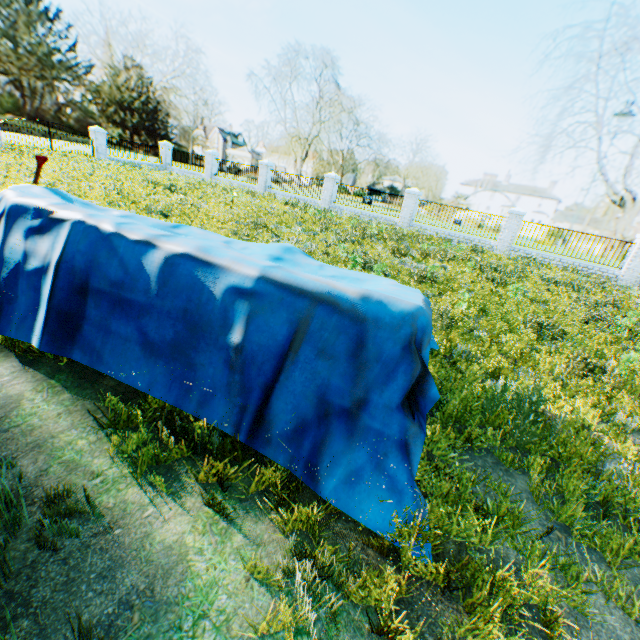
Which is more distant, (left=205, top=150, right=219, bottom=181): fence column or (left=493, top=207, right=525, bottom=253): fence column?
(left=205, top=150, right=219, bottom=181): fence column

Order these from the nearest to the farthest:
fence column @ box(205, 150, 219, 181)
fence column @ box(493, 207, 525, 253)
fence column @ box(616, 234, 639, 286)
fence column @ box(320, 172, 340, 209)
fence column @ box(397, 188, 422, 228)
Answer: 1. fence column @ box(616, 234, 639, 286)
2. fence column @ box(493, 207, 525, 253)
3. fence column @ box(397, 188, 422, 228)
4. fence column @ box(320, 172, 340, 209)
5. fence column @ box(205, 150, 219, 181)

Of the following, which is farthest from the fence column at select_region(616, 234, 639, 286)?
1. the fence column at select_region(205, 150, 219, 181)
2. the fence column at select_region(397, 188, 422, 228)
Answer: the fence column at select_region(205, 150, 219, 181)

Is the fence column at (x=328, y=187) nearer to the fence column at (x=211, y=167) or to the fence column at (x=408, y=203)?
the fence column at (x=408, y=203)

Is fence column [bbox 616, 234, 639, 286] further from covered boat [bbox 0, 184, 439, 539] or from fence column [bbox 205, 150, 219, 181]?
fence column [bbox 205, 150, 219, 181]

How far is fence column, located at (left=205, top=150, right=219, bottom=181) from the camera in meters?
25.6

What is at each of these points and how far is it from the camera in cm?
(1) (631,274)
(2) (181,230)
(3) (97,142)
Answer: (1) fence column, 1506
(2) covered boat, 479
(3) gate, 2342

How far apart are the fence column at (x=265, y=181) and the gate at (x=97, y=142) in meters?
11.5
